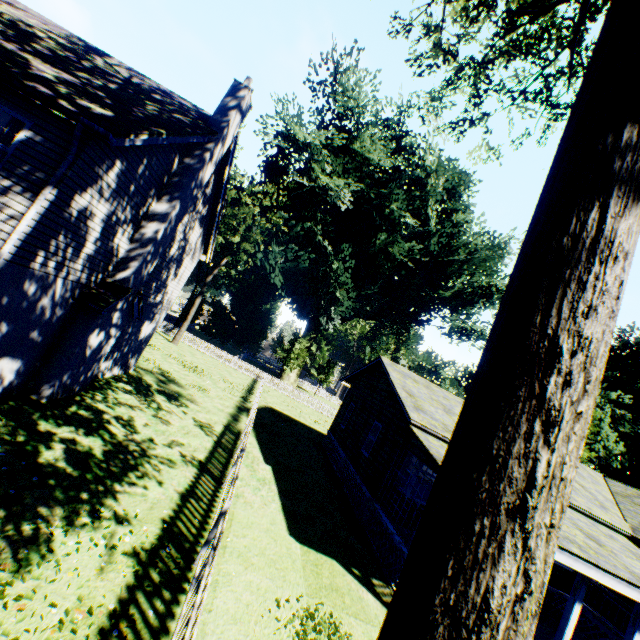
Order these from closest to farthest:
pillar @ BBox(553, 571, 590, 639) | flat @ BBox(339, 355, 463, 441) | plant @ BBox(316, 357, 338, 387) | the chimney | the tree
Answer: the tree < pillar @ BBox(553, 571, 590, 639) < the chimney < flat @ BBox(339, 355, 463, 441) < plant @ BBox(316, 357, 338, 387)

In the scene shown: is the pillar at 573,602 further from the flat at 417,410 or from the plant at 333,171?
the plant at 333,171

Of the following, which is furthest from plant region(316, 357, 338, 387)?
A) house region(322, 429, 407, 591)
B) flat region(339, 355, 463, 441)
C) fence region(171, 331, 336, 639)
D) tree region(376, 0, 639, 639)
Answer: house region(322, 429, 407, 591)

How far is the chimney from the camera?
9.5m

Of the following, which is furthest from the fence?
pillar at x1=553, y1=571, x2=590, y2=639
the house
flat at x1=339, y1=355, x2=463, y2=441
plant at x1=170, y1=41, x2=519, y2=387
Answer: pillar at x1=553, y1=571, x2=590, y2=639

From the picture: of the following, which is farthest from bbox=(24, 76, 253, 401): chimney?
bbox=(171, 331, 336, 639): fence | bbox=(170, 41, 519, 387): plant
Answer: bbox=(170, 41, 519, 387): plant

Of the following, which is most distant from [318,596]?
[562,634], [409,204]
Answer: [409,204]

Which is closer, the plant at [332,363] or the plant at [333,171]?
the plant at [333,171]
